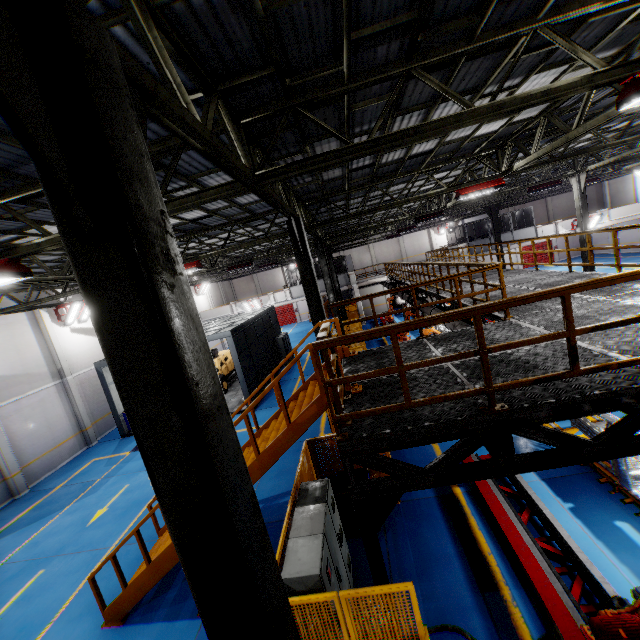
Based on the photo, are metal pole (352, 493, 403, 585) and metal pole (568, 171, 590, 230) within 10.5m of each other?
no

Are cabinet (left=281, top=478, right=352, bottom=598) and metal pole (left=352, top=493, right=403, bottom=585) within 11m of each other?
yes

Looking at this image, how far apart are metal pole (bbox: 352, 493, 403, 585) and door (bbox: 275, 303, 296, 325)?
39.96m

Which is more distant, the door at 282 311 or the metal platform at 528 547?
the door at 282 311

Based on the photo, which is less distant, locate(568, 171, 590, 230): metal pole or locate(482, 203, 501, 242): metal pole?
locate(568, 171, 590, 230): metal pole

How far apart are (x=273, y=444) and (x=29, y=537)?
11.65m

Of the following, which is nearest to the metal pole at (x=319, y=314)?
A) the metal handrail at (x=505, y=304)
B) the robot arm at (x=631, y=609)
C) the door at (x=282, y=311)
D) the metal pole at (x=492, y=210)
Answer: the metal handrail at (x=505, y=304)

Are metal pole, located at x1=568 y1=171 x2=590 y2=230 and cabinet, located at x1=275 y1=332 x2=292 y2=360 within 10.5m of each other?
no
